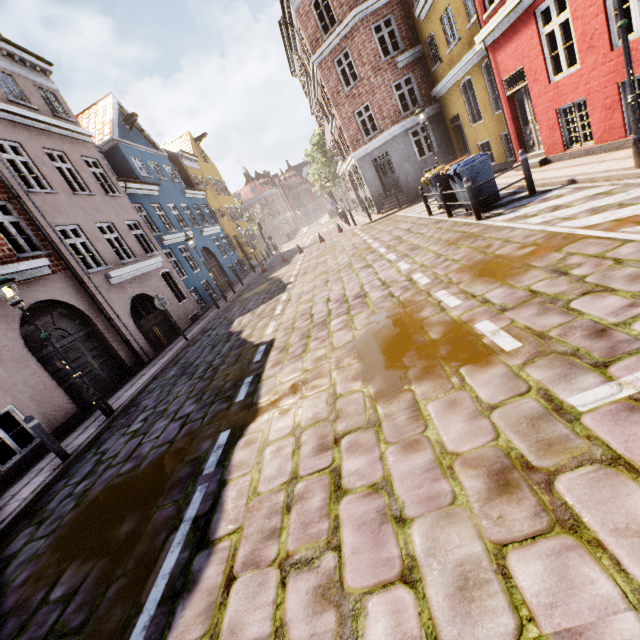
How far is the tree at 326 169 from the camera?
40.88m

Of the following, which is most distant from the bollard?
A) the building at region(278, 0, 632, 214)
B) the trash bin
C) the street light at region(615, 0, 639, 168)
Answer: the building at region(278, 0, 632, 214)

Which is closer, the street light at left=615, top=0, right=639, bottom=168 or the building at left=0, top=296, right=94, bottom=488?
the street light at left=615, top=0, right=639, bottom=168

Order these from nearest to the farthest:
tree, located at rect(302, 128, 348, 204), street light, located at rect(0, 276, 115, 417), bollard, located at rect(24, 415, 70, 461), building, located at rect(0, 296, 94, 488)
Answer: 1. bollard, located at rect(24, 415, 70, 461)
2. street light, located at rect(0, 276, 115, 417)
3. building, located at rect(0, 296, 94, 488)
4. tree, located at rect(302, 128, 348, 204)

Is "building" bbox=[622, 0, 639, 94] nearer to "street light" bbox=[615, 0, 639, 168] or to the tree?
the tree

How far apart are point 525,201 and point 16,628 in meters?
11.0 m

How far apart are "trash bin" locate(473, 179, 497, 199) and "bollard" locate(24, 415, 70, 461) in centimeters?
1110cm

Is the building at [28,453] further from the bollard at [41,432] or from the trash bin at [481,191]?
the bollard at [41,432]
